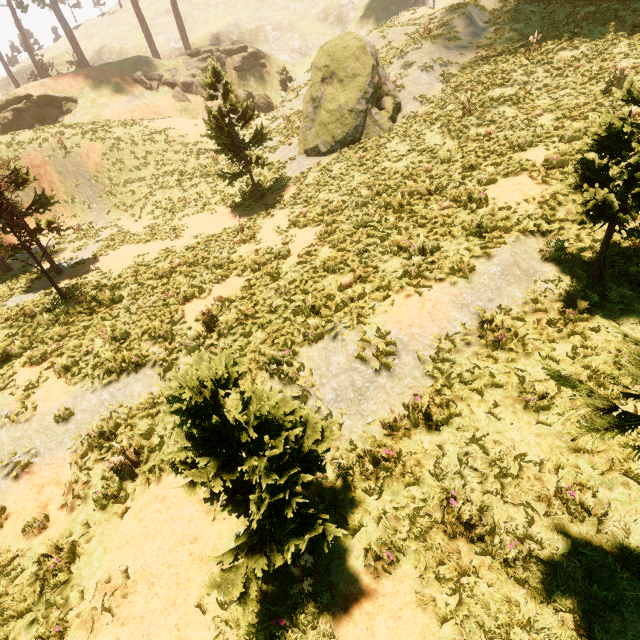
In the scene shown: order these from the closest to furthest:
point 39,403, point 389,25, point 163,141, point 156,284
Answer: point 39,403, point 156,284, point 389,25, point 163,141

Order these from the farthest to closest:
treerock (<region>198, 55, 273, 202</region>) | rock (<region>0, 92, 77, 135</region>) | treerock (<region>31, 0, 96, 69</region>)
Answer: treerock (<region>31, 0, 96, 69</region>) < rock (<region>0, 92, 77, 135</region>) < treerock (<region>198, 55, 273, 202</region>)

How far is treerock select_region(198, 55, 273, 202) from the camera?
14.4 meters

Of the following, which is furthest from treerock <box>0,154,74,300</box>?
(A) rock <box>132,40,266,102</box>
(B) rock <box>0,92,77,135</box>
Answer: (A) rock <box>132,40,266,102</box>

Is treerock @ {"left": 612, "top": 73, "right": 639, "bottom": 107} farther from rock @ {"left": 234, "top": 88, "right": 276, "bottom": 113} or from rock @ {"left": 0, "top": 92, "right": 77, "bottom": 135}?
rock @ {"left": 234, "top": 88, "right": 276, "bottom": 113}

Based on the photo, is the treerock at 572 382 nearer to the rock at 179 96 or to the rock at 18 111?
the rock at 18 111

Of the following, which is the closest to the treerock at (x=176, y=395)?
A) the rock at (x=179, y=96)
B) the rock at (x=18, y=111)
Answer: the rock at (x=18, y=111)
